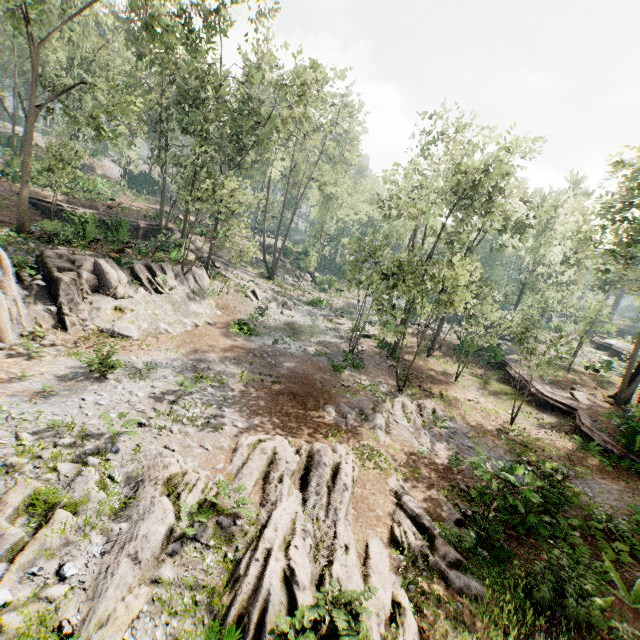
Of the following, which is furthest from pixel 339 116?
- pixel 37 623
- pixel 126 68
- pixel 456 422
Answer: pixel 37 623

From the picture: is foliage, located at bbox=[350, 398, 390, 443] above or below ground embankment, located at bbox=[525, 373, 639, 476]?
below

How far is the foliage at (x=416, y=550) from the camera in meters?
7.9 m

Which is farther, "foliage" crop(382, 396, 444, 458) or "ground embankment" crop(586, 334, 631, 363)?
"ground embankment" crop(586, 334, 631, 363)

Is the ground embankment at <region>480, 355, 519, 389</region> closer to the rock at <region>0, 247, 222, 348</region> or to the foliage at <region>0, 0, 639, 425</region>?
the foliage at <region>0, 0, 639, 425</region>

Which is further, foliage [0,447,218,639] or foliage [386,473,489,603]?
foliage [386,473,489,603]

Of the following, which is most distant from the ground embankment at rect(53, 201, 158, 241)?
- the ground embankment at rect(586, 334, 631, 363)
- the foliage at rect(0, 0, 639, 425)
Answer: the ground embankment at rect(586, 334, 631, 363)

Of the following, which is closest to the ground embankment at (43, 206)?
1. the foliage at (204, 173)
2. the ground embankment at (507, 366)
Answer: the foliage at (204, 173)
